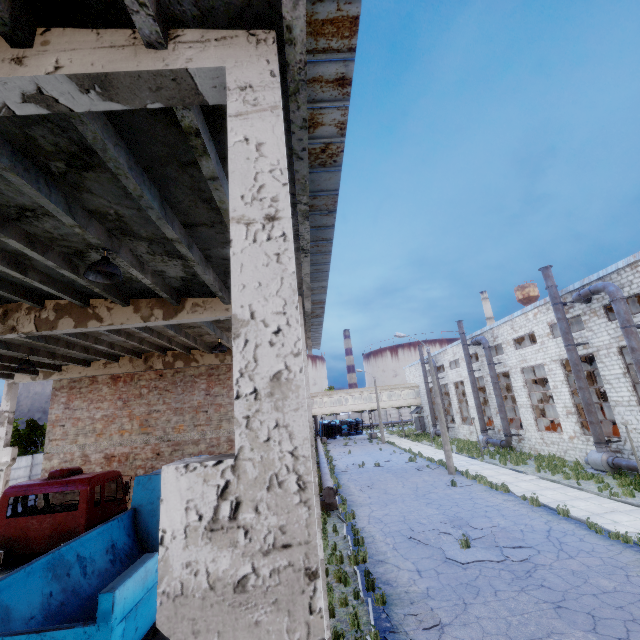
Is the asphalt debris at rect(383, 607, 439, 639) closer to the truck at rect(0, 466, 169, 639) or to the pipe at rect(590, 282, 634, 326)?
the truck at rect(0, 466, 169, 639)

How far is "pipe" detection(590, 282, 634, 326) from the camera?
16.6m

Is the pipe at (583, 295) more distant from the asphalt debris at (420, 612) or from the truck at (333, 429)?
the truck at (333, 429)

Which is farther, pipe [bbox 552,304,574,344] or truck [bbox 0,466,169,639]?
pipe [bbox 552,304,574,344]

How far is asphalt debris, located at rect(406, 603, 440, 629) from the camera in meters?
7.4

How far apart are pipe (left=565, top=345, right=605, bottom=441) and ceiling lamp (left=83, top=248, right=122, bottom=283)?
24.37m

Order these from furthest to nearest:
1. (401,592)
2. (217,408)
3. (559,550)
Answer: (217,408) < (559,550) < (401,592)

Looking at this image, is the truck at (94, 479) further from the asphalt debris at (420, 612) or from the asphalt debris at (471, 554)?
the asphalt debris at (471, 554)
